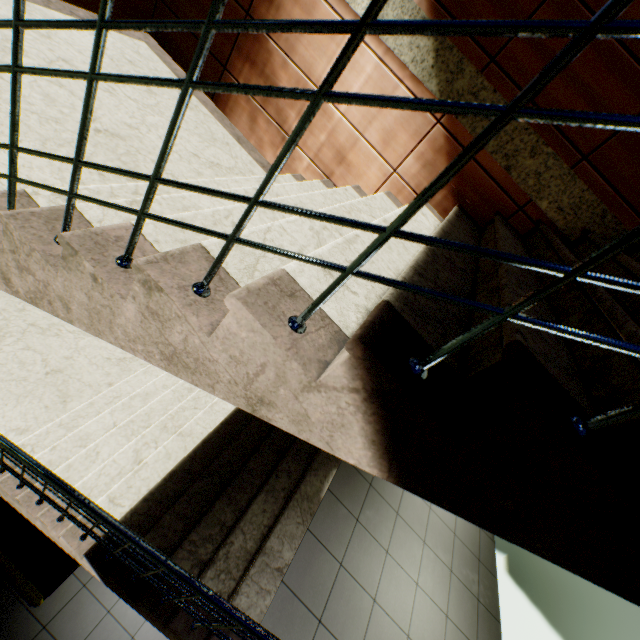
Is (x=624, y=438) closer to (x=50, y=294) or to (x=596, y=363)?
(x=596, y=363)

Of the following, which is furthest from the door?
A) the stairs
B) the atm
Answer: the atm

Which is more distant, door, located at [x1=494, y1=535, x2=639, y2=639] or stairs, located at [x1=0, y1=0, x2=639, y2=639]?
door, located at [x1=494, y1=535, x2=639, y2=639]

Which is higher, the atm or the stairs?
the stairs

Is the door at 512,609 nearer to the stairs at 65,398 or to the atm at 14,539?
the stairs at 65,398

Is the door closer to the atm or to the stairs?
the stairs
